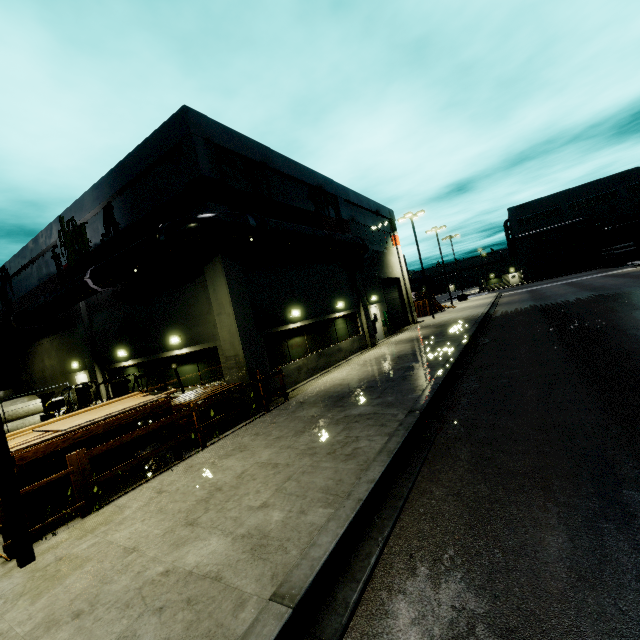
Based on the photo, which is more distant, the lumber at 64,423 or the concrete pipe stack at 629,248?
the concrete pipe stack at 629,248

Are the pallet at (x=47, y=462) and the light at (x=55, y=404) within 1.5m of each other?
yes

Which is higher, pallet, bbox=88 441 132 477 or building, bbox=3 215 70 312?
building, bbox=3 215 70 312

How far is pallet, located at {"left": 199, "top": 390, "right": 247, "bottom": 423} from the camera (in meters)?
9.00

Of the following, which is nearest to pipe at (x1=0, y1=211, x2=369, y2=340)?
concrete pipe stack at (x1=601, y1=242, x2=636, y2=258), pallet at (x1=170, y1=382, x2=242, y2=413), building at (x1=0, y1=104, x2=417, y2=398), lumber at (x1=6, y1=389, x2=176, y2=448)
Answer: building at (x1=0, y1=104, x2=417, y2=398)

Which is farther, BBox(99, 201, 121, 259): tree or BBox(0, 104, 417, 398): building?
BBox(99, 201, 121, 259): tree

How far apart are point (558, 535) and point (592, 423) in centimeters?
312cm

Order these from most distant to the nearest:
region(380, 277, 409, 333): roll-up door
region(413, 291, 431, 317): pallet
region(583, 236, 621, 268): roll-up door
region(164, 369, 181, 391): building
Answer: region(583, 236, 621, 268): roll-up door → region(413, 291, 431, 317): pallet → region(380, 277, 409, 333): roll-up door → region(164, 369, 181, 391): building
